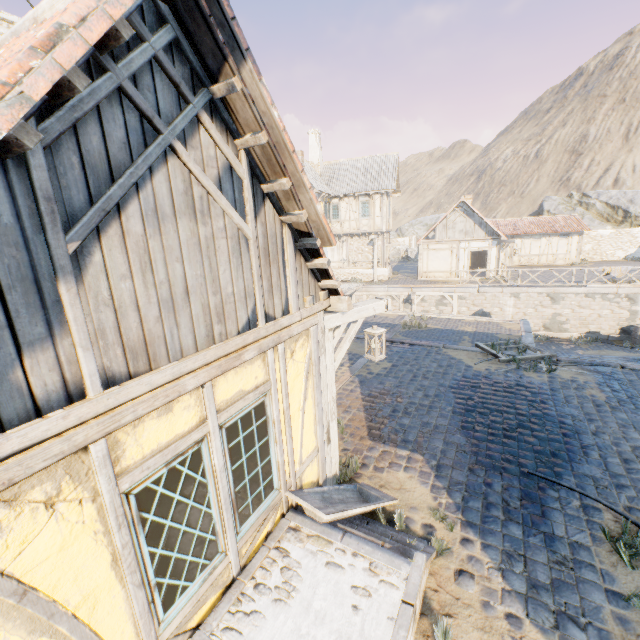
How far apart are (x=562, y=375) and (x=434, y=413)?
4.24m

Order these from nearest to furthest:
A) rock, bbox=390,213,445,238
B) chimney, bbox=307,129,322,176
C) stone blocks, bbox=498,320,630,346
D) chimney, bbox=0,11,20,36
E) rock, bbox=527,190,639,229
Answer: stone blocks, bbox=498,320,630,346, chimney, bbox=0,11,20,36, chimney, bbox=307,129,322,176, rock, bbox=527,190,639,229, rock, bbox=390,213,445,238

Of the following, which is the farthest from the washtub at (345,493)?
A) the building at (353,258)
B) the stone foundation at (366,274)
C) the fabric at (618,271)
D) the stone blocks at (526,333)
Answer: the stone foundation at (366,274)

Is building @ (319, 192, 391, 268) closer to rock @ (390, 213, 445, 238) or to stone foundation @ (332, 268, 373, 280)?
stone foundation @ (332, 268, 373, 280)

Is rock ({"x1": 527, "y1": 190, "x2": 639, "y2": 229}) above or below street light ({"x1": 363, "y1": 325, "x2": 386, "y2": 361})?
above

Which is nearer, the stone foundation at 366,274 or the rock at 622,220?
the stone foundation at 366,274

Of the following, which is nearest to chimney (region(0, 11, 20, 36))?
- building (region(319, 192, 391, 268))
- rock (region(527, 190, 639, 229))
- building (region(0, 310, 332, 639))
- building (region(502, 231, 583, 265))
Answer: rock (region(527, 190, 639, 229))

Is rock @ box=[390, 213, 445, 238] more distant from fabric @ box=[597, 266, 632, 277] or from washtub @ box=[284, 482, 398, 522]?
washtub @ box=[284, 482, 398, 522]
